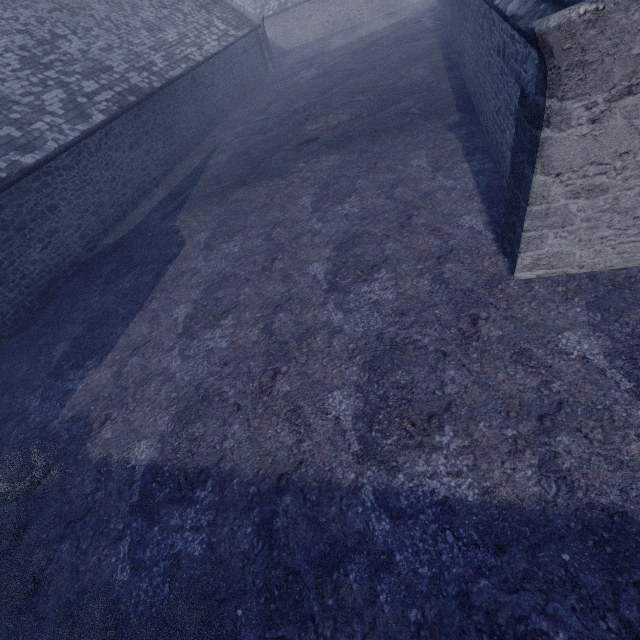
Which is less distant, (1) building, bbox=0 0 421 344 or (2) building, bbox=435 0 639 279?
(2) building, bbox=435 0 639 279

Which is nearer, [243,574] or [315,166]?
[243,574]

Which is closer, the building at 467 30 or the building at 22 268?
the building at 467 30
